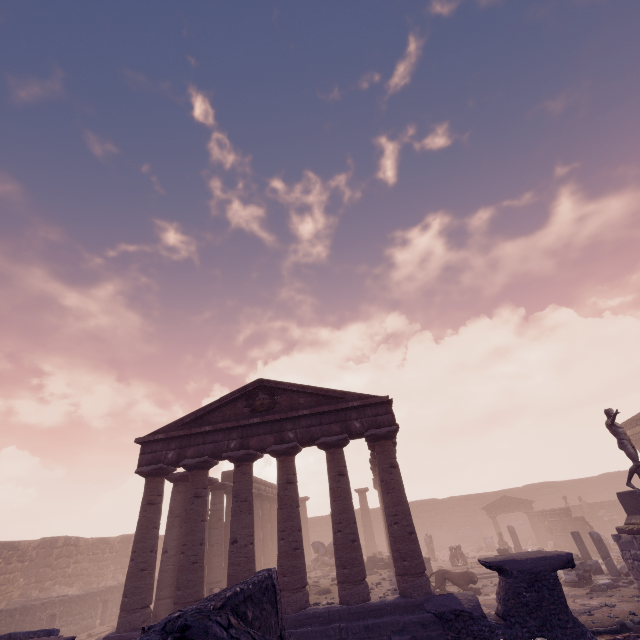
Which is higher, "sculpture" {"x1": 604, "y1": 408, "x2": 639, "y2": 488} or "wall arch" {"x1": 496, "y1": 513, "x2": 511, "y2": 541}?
"sculpture" {"x1": 604, "y1": 408, "x2": 639, "y2": 488}

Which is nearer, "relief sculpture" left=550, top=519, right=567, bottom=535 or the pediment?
the pediment

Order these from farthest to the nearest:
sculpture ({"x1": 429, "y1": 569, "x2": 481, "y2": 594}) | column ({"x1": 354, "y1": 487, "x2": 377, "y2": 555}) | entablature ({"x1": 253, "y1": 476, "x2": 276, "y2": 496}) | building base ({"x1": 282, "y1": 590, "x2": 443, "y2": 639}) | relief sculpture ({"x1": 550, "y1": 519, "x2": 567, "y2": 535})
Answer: column ({"x1": 354, "y1": 487, "x2": 377, "y2": 555}), entablature ({"x1": 253, "y1": 476, "x2": 276, "y2": 496}), relief sculpture ({"x1": 550, "y1": 519, "x2": 567, "y2": 535}), sculpture ({"x1": 429, "y1": 569, "x2": 481, "y2": 594}), building base ({"x1": 282, "y1": 590, "x2": 443, "y2": 639})

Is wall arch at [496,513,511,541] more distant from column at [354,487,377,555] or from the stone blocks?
the stone blocks

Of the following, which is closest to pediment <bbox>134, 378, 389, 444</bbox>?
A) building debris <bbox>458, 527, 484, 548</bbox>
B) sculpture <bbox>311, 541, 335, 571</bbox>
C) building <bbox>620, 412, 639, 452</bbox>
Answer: sculpture <bbox>311, 541, 335, 571</bbox>

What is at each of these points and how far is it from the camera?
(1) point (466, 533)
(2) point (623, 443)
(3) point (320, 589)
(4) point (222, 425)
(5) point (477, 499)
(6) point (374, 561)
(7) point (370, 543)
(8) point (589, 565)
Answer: (1) building debris, 34.7 meters
(2) sculpture, 12.1 meters
(3) debris pile, 14.2 meters
(4) pediment, 14.2 meters
(5) wall arch, 37.9 meters
(6) stone blocks, 20.2 meters
(7) column, 29.8 meters
(8) building debris, 13.8 meters

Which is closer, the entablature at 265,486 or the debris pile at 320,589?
the debris pile at 320,589

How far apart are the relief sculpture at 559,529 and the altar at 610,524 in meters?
6.1
